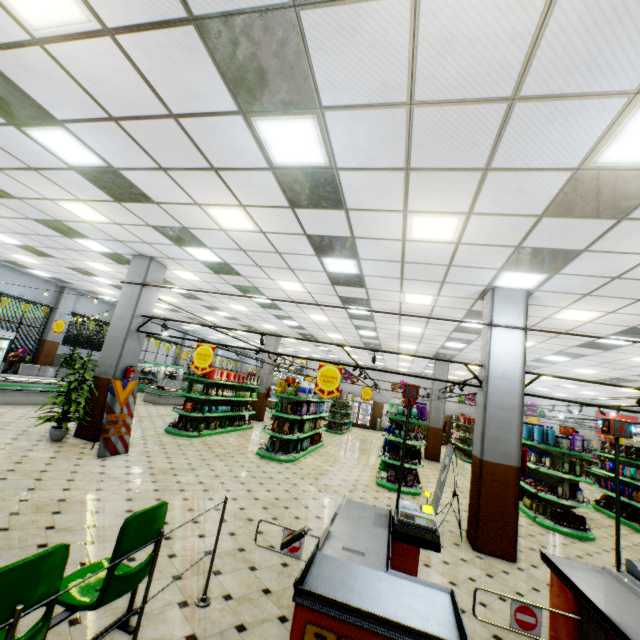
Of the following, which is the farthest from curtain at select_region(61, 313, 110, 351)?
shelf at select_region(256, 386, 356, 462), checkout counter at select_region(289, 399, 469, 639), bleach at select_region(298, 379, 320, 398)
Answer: checkout counter at select_region(289, 399, 469, 639)

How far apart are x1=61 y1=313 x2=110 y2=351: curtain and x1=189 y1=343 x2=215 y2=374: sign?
13.1m

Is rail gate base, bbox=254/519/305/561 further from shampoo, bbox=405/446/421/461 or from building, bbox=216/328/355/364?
shampoo, bbox=405/446/421/461

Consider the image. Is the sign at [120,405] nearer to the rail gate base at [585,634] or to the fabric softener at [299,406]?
the fabric softener at [299,406]

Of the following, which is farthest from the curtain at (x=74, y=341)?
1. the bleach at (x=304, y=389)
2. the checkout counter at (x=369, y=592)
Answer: the checkout counter at (x=369, y=592)

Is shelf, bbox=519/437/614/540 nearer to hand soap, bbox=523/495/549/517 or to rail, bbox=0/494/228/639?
hand soap, bbox=523/495/549/517

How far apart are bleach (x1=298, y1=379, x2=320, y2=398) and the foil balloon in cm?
1282

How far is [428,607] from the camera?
2.2m
